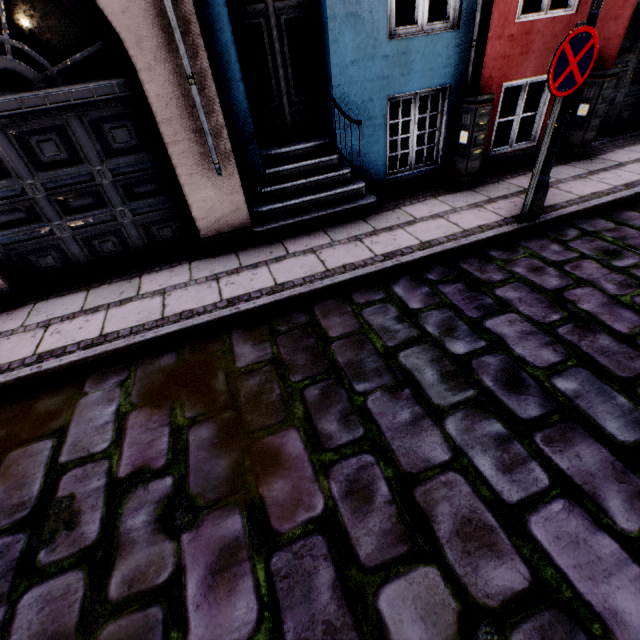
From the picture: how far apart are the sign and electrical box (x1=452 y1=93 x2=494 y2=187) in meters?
1.5

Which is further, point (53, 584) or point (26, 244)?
point (26, 244)

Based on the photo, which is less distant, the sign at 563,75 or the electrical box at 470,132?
the sign at 563,75

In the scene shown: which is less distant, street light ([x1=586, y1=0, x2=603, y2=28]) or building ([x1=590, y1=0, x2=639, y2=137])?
street light ([x1=586, y1=0, x2=603, y2=28])

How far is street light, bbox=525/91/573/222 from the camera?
3.5m

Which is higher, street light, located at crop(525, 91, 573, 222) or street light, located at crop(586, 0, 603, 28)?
street light, located at crop(586, 0, 603, 28)

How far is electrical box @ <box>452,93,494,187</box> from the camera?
4.7 meters

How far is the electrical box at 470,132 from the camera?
4.7m
